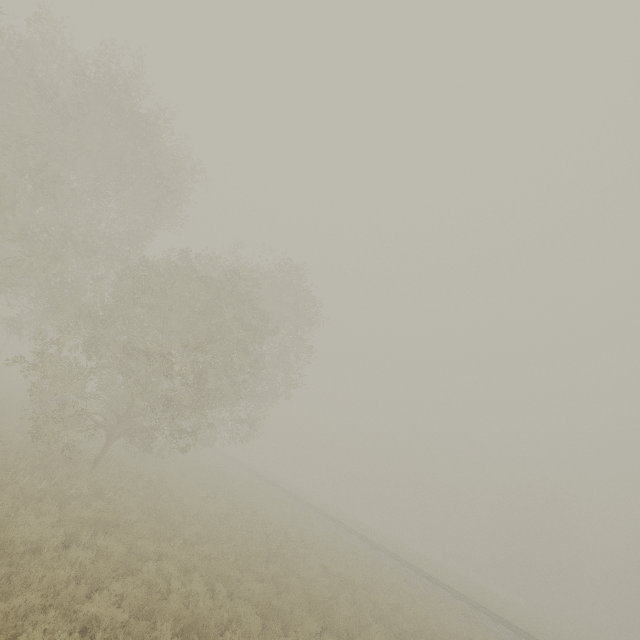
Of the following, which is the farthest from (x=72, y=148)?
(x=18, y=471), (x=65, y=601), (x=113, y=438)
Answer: (x=65, y=601)
